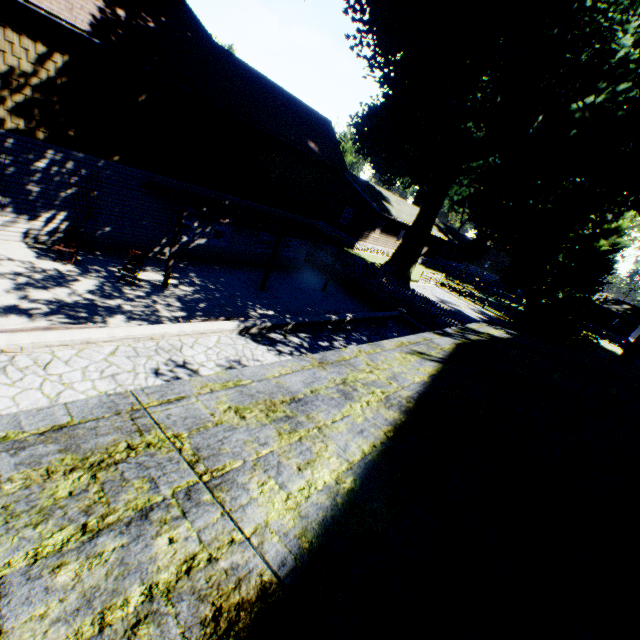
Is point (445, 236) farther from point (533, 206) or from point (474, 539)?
point (474, 539)

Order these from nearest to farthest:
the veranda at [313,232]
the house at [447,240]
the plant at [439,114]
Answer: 1. the veranda at [313,232]
2. the plant at [439,114]
3. the house at [447,240]

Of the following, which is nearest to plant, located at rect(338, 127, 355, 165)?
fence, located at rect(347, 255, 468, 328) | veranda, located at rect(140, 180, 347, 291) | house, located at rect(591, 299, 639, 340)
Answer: house, located at rect(591, 299, 639, 340)

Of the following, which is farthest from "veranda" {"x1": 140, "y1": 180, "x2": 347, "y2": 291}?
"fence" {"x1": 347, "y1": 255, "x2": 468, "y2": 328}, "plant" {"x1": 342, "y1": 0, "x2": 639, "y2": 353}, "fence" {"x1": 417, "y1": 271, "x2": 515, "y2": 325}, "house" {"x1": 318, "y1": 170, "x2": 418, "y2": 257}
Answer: "fence" {"x1": 417, "y1": 271, "x2": 515, "y2": 325}

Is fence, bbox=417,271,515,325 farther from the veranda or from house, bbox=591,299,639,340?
the veranda

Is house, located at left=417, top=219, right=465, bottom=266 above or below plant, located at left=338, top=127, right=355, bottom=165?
below

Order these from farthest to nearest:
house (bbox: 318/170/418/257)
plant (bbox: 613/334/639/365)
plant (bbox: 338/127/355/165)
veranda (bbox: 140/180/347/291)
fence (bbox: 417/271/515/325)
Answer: plant (bbox: 338/127/355/165), house (bbox: 318/170/418/257), fence (bbox: 417/271/515/325), plant (bbox: 613/334/639/365), veranda (bbox: 140/180/347/291)

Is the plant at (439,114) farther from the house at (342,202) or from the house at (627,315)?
the house at (342,202)
